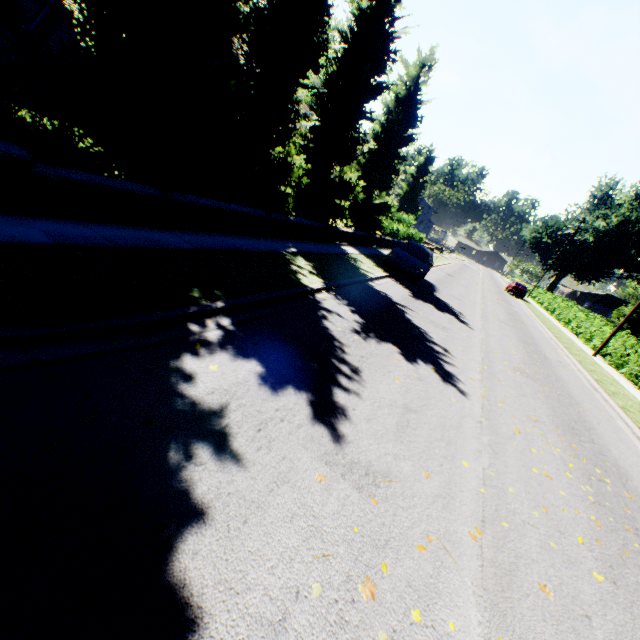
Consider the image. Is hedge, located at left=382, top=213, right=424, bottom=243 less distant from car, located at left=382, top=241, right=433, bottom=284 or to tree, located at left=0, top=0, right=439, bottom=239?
tree, located at left=0, top=0, right=439, bottom=239

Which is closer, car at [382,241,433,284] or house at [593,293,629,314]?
car at [382,241,433,284]

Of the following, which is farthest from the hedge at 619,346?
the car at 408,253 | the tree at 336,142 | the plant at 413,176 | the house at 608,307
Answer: the house at 608,307

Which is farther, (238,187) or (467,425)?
(238,187)

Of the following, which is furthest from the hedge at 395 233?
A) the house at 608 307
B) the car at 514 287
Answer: the house at 608 307

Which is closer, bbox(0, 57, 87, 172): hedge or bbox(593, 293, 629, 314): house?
bbox(0, 57, 87, 172): hedge

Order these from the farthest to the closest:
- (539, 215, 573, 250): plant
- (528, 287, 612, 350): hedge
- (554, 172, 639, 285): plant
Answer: (539, 215, 573, 250): plant, (554, 172, 639, 285): plant, (528, 287, 612, 350): hedge

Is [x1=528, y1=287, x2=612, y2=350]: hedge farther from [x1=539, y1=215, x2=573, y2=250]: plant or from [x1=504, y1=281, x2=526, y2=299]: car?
[x1=504, y1=281, x2=526, y2=299]: car
